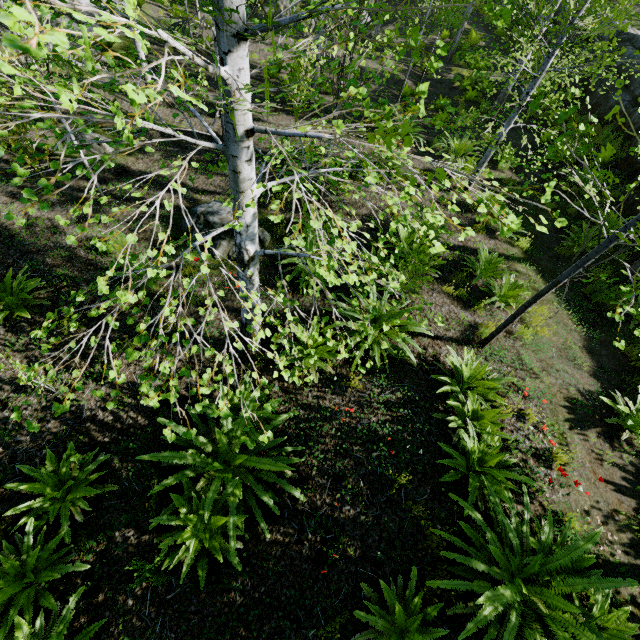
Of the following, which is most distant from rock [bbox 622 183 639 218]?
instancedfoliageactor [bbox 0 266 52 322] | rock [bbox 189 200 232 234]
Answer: instancedfoliageactor [bbox 0 266 52 322]

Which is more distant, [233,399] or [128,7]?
[233,399]

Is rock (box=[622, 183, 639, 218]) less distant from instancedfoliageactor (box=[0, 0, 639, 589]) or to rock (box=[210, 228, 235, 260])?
instancedfoliageactor (box=[0, 0, 639, 589])

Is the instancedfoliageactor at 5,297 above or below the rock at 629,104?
below

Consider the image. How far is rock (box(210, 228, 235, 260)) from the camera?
6.8m

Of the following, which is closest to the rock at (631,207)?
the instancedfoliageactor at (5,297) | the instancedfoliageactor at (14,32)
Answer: the instancedfoliageactor at (14,32)

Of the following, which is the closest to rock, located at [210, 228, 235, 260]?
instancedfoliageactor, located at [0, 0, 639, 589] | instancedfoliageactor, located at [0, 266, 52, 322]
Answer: instancedfoliageactor, located at [0, 0, 639, 589]

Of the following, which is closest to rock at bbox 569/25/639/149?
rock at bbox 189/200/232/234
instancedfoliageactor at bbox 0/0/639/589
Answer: instancedfoliageactor at bbox 0/0/639/589
